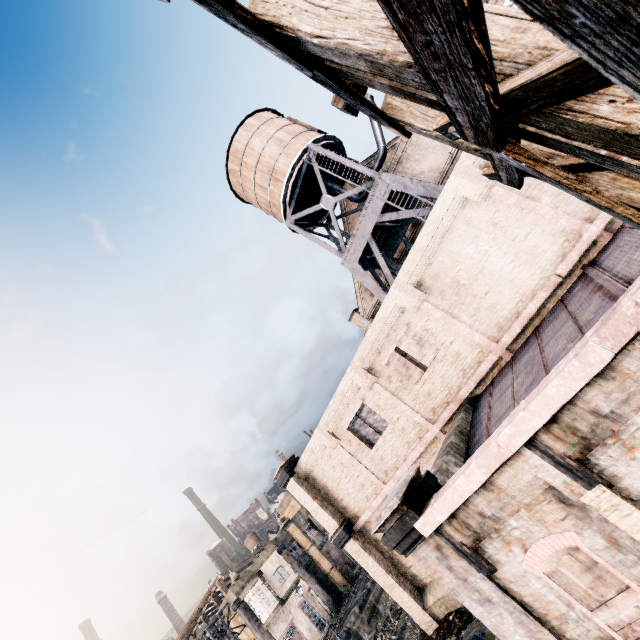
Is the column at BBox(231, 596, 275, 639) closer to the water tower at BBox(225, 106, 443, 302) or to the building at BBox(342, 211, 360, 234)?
the building at BBox(342, 211, 360, 234)

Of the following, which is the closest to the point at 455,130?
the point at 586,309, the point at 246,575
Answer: the point at 586,309

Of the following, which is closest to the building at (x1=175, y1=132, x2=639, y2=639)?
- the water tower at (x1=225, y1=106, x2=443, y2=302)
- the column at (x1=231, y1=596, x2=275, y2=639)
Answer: the water tower at (x1=225, y1=106, x2=443, y2=302)

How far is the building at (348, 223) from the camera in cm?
2791

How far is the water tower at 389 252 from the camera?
18.5m

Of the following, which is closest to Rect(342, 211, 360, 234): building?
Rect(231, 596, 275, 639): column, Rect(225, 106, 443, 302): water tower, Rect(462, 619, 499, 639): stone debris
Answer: Rect(462, 619, 499, 639): stone debris

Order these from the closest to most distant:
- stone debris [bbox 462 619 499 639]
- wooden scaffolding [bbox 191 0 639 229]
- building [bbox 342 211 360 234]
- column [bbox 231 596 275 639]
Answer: wooden scaffolding [bbox 191 0 639 229] < stone debris [bbox 462 619 499 639] < building [bbox 342 211 360 234] < column [bbox 231 596 275 639]
